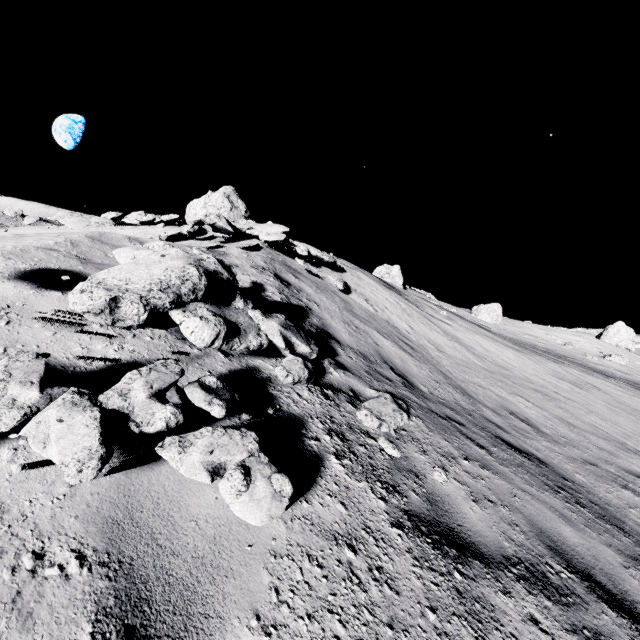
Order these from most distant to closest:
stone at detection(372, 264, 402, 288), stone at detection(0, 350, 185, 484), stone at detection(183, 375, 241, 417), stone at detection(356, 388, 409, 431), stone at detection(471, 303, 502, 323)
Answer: stone at detection(471, 303, 502, 323)
stone at detection(372, 264, 402, 288)
stone at detection(356, 388, 409, 431)
stone at detection(183, 375, 241, 417)
stone at detection(0, 350, 185, 484)

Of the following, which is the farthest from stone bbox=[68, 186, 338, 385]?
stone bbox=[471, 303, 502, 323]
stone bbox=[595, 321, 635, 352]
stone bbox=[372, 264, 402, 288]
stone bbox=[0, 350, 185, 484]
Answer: stone bbox=[595, 321, 635, 352]

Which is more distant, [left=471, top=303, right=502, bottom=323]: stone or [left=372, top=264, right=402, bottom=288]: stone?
[left=471, top=303, right=502, bottom=323]: stone

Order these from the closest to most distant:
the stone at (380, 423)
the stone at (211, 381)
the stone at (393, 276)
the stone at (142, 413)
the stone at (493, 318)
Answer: the stone at (142, 413) → the stone at (211, 381) → the stone at (380, 423) → the stone at (393, 276) → the stone at (493, 318)

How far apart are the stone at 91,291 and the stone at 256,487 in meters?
2.8 m

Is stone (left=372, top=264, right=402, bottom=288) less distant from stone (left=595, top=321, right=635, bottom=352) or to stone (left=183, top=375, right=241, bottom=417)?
stone (left=595, top=321, right=635, bottom=352)

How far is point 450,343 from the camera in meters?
13.2 m

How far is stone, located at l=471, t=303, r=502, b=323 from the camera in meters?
37.3 m
